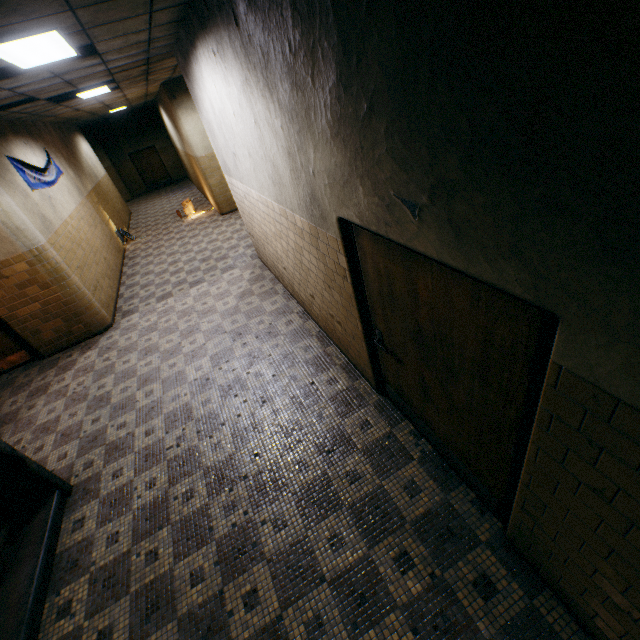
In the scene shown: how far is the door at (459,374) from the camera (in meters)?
1.50

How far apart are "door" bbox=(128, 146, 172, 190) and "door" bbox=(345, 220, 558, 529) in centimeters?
2198cm

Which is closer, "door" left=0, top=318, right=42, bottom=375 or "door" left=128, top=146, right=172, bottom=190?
"door" left=0, top=318, right=42, bottom=375

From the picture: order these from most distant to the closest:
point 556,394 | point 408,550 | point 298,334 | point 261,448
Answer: point 298,334 < point 261,448 < point 408,550 < point 556,394

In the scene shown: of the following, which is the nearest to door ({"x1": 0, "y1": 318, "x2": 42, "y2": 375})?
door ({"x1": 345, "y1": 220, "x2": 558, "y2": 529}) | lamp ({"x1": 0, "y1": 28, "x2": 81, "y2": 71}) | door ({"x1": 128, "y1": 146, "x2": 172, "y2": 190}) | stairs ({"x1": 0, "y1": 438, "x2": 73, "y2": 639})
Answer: stairs ({"x1": 0, "y1": 438, "x2": 73, "y2": 639})

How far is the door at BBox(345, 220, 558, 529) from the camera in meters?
1.5

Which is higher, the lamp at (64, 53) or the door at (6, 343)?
the lamp at (64, 53)

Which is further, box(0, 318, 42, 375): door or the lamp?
box(0, 318, 42, 375): door
